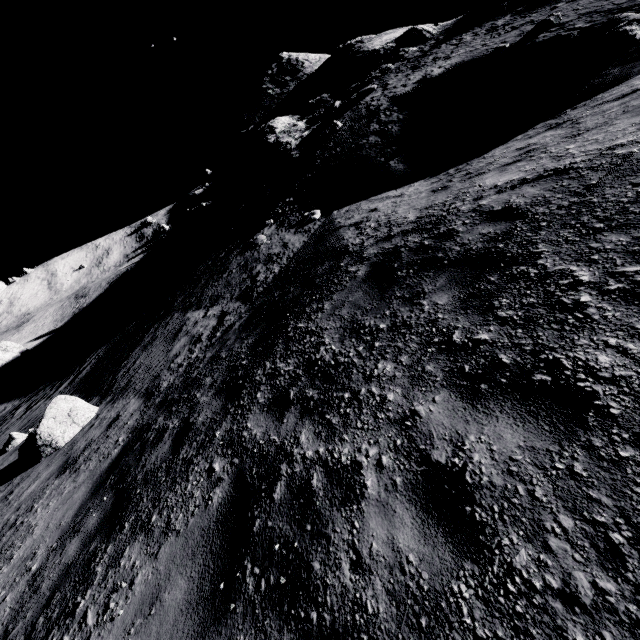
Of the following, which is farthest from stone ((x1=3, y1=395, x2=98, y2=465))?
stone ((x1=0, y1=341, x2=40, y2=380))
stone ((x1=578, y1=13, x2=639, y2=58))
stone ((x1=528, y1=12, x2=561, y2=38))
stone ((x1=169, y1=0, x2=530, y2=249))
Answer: stone ((x1=0, y1=341, x2=40, y2=380))

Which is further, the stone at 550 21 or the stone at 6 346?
the stone at 6 346

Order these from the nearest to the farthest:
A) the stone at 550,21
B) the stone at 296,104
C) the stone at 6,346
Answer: the stone at 550,21 < the stone at 296,104 < the stone at 6,346

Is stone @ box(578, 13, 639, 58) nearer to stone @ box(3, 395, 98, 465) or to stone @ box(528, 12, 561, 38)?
stone @ box(528, 12, 561, 38)

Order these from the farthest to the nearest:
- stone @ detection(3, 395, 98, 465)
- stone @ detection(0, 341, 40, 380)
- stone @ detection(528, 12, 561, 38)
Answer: stone @ detection(0, 341, 40, 380)
stone @ detection(528, 12, 561, 38)
stone @ detection(3, 395, 98, 465)

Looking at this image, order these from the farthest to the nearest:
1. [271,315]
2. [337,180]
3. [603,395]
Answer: [337,180], [271,315], [603,395]

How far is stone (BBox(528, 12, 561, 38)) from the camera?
13.0m
